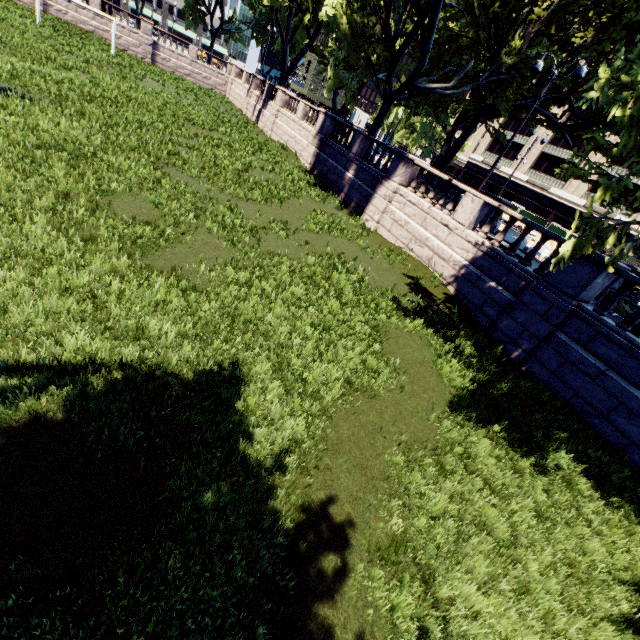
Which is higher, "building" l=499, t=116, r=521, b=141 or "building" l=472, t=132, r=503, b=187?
"building" l=499, t=116, r=521, b=141

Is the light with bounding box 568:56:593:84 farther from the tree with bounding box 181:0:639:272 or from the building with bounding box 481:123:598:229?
the building with bounding box 481:123:598:229

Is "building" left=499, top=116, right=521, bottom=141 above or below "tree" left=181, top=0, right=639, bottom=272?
above

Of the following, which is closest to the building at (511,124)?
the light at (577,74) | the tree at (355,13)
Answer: the tree at (355,13)

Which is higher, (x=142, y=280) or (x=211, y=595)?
(x=211, y=595)

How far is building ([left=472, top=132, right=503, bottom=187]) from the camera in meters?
57.4

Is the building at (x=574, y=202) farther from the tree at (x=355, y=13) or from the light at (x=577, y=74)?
the light at (x=577, y=74)
